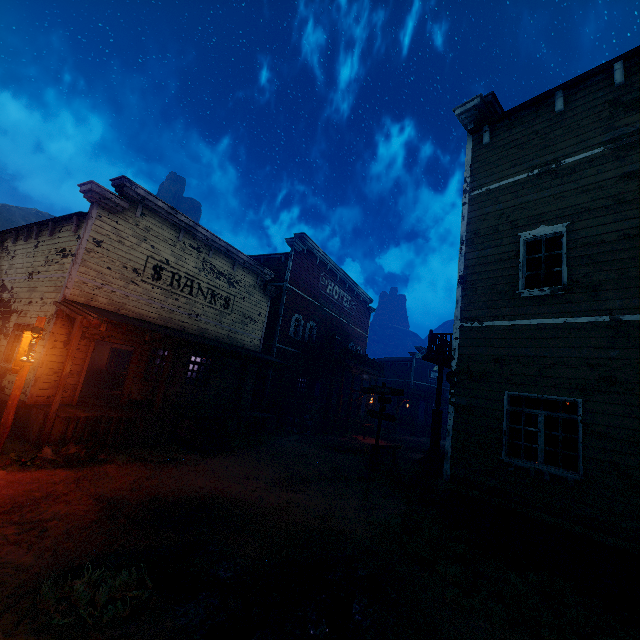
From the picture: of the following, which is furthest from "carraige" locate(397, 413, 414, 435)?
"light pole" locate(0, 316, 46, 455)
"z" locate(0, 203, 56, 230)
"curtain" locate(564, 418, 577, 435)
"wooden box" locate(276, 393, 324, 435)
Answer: "light pole" locate(0, 316, 46, 455)

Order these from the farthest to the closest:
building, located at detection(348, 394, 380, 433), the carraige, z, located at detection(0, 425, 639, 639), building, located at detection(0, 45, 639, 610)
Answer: the carraige
building, located at detection(348, 394, 380, 433)
building, located at detection(0, 45, 639, 610)
z, located at detection(0, 425, 639, 639)

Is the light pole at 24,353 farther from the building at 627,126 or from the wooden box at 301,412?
the wooden box at 301,412

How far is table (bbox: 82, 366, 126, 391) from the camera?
16.5 meters

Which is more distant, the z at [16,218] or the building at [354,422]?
the z at [16,218]

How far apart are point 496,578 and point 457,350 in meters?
4.8

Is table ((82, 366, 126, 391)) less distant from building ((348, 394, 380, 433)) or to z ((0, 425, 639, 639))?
building ((348, 394, 380, 433))

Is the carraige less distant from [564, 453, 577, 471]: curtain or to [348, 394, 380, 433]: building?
[348, 394, 380, 433]: building
